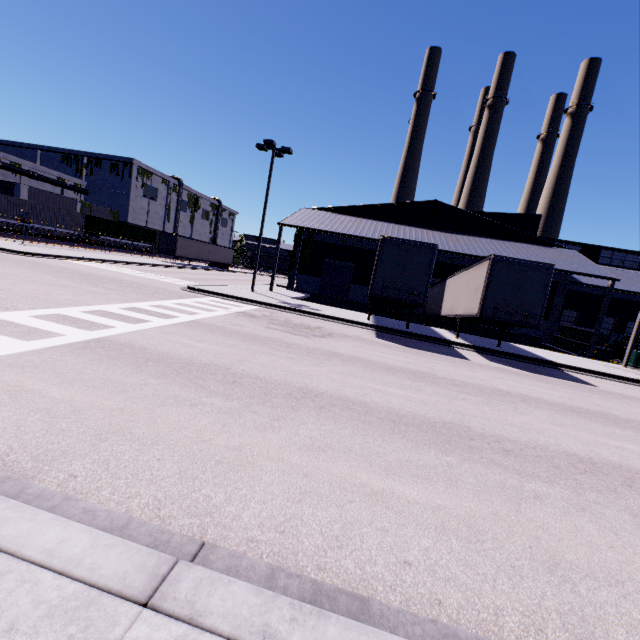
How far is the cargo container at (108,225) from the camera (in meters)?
42.72

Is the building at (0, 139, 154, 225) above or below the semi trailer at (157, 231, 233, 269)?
above

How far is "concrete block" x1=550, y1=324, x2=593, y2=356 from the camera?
23.3 meters

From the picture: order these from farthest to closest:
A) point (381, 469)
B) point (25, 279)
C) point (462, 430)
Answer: point (25, 279), point (462, 430), point (381, 469)

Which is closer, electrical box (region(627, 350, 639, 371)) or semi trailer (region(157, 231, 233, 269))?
electrical box (region(627, 350, 639, 371))

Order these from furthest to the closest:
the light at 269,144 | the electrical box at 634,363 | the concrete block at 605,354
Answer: the concrete block at 605,354 → the light at 269,144 → the electrical box at 634,363

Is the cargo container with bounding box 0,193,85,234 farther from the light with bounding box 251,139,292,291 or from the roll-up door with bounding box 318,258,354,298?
the light with bounding box 251,139,292,291

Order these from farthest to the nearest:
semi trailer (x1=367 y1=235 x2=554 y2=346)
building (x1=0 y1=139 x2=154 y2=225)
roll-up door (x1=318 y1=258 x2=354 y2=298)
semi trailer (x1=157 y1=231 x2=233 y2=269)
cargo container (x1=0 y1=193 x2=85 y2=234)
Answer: building (x1=0 y1=139 x2=154 y2=225) < semi trailer (x1=157 y1=231 x2=233 y2=269) < cargo container (x1=0 y1=193 x2=85 y2=234) < roll-up door (x1=318 y1=258 x2=354 y2=298) < semi trailer (x1=367 y1=235 x2=554 y2=346)
